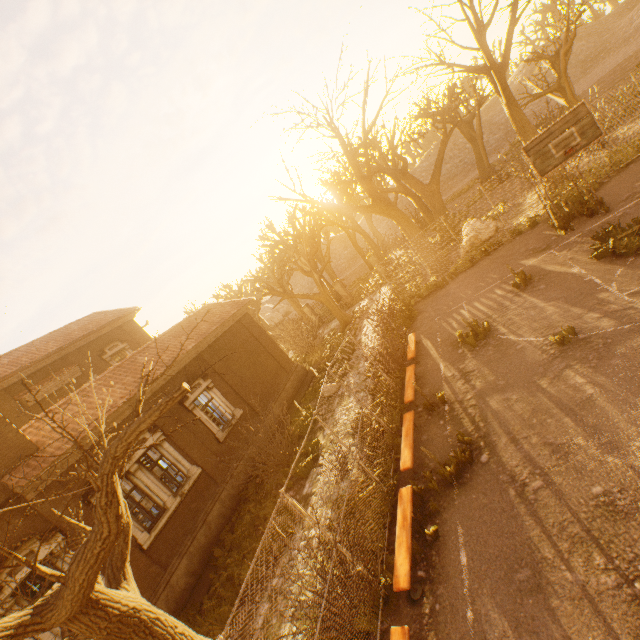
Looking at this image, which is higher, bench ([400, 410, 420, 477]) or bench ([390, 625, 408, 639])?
bench ([400, 410, 420, 477])

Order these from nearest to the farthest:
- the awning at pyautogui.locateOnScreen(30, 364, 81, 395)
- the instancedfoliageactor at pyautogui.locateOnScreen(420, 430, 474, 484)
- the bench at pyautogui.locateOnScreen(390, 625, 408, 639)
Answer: the bench at pyautogui.locateOnScreen(390, 625, 408, 639)
the instancedfoliageactor at pyautogui.locateOnScreen(420, 430, 474, 484)
the awning at pyautogui.locateOnScreen(30, 364, 81, 395)

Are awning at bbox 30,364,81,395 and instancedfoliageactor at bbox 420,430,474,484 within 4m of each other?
no

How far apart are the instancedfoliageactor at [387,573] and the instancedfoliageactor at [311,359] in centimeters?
1495cm

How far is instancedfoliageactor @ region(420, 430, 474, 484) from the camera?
6.9m

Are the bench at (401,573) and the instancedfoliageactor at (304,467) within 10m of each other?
yes

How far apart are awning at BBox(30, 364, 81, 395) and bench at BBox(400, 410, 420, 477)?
18.44m

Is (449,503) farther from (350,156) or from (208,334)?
(350,156)
